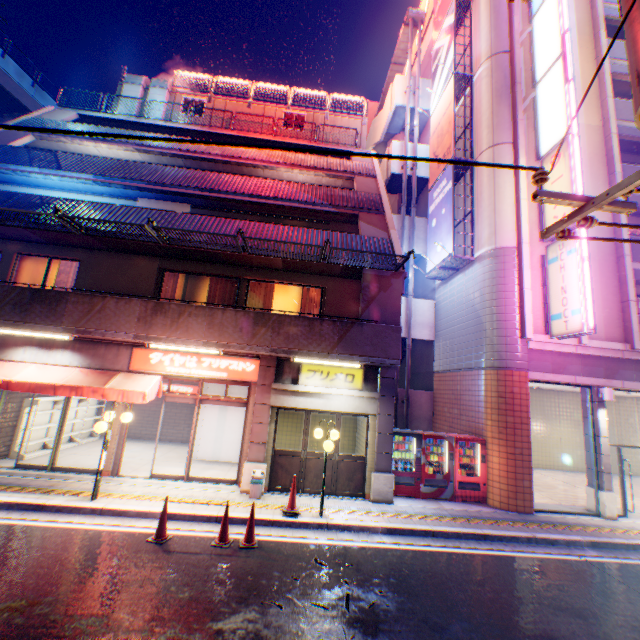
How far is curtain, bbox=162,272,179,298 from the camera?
11.39m

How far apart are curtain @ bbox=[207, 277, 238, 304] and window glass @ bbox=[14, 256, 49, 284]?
5.1 meters

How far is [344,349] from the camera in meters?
9.8 m

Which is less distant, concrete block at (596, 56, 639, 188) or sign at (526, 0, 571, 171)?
sign at (526, 0, 571, 171)

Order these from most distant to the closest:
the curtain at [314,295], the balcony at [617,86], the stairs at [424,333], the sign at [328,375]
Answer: the stairs at [424,333]
the balcony at [617,86]
the curtain at [314,295]
the sign at [328,375]

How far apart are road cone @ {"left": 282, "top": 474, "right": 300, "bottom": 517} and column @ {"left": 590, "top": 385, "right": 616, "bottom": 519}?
9.9m

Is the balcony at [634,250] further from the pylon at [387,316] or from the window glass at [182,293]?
the window glass at [182,293]

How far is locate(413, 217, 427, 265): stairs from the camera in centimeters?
1711cm
